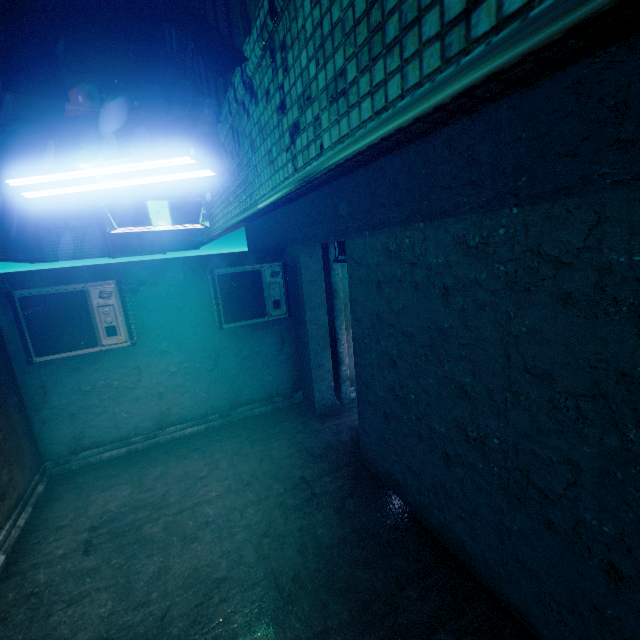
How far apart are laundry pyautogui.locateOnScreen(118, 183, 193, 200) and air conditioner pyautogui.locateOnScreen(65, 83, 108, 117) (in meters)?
4.48

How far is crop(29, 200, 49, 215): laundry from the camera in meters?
3.7

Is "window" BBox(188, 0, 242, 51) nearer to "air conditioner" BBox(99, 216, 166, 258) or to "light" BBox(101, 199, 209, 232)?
"light" BBox(101, 199, 209, 232)

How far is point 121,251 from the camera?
7.3m

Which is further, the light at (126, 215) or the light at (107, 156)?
the light at (126, 215)

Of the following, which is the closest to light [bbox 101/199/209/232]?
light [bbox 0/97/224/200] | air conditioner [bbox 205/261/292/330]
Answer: air conditioner [bbox 205/261/292/330]

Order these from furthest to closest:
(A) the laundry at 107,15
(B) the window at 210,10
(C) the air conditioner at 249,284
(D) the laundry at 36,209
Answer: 1. (C) the air conditioner at 249,284
2. (D) the laundry at 36,209
3. (B) the window at 210,10
4. (A) the laundry at 107,15

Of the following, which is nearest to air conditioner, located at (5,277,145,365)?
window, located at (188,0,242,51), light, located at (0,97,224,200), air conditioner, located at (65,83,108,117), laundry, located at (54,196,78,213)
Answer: laundry, located at (54,196,78,213)
